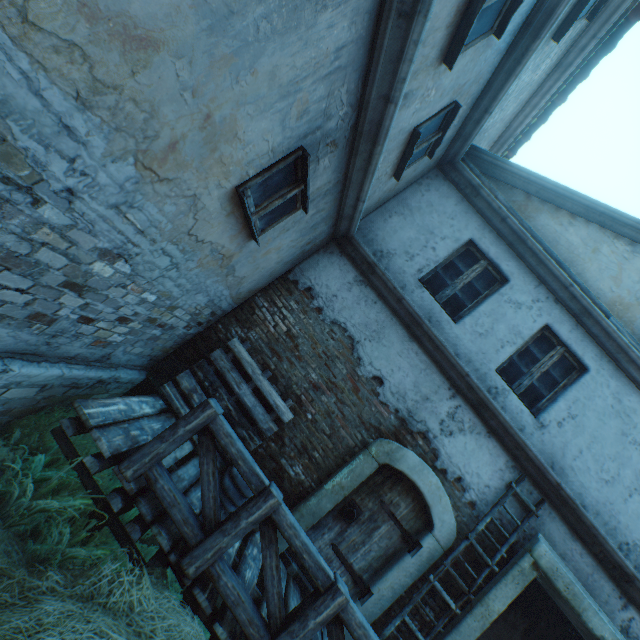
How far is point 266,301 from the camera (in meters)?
5.43

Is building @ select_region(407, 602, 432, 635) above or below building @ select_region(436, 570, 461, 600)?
below

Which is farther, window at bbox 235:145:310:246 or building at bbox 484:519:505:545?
building at bbox 484:519:505:545

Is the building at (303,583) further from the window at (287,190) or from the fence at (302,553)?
the fence at (302,553)

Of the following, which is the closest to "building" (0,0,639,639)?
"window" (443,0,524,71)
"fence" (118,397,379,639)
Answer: "window" (443,0,524,71)

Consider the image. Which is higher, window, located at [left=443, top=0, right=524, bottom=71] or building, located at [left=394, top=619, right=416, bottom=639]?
window, located at [left=443, top=0, right=524, bottom=71]

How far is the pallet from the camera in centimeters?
473cm

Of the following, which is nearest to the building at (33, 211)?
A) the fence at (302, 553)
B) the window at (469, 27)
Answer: the window at (469, 27)
